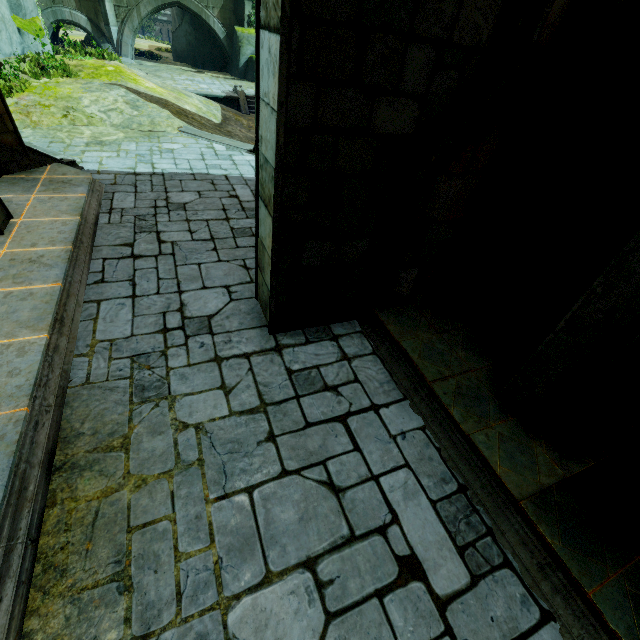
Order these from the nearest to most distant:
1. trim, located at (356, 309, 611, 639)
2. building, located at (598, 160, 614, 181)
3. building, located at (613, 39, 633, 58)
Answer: trim, located at (356, 309, 611, 639), building, located at (613, 39, 633, 58), building, located at (598, 160, 614, 181)

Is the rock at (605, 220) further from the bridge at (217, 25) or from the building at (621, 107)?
the bridge at (217, 25)

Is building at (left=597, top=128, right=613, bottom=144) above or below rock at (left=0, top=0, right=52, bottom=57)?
above

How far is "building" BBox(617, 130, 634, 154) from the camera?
5.1 meters

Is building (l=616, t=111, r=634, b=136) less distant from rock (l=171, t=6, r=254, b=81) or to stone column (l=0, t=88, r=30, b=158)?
rock (l=171, t=6, r=254, b=81)

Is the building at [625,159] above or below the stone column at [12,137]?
above

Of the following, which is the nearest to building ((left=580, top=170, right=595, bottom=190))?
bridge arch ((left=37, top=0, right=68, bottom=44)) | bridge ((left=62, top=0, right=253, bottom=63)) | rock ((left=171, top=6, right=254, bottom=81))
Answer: bridge ((left=62, top=0, right=253, bottom=63))

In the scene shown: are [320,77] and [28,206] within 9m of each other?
yes
